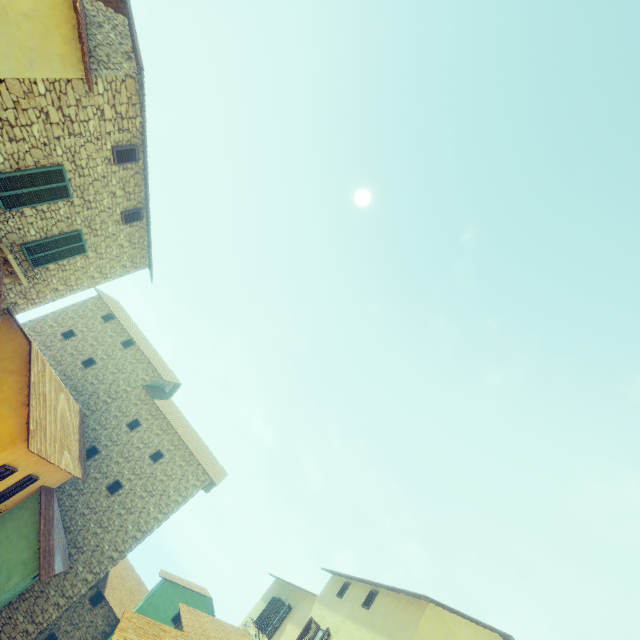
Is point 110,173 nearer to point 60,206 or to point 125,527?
point 60,206

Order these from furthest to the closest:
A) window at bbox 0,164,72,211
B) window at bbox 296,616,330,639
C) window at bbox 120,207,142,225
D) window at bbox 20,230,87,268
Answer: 1. window at bbox 296,616,330,639
2. window at bbox 120,207,142,225
3. window at bbox 20,230,87,268
4. window at bbox 0,164,72,211

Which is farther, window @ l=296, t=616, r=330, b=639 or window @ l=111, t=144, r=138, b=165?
window @ l=296, t=616, r=330, b=639

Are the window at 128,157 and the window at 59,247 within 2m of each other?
no

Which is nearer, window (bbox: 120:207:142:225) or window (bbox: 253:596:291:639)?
window (bbox: 120:207:142:225)

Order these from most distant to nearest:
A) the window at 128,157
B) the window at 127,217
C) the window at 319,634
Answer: the window at 319,634 → the window at 127,217 → the window at 128,157

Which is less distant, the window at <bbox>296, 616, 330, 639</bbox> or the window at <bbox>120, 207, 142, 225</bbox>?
the window at <bbox>120, 207, 142, 225</bbox>

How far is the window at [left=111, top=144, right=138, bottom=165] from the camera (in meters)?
9.43
